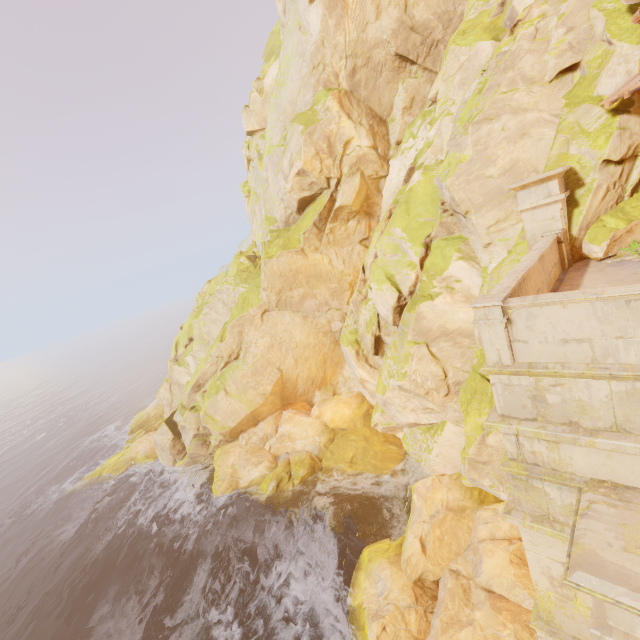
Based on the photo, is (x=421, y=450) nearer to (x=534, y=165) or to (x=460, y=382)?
(x=460, y=382)

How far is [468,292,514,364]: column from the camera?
5.0m

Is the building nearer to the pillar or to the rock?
the rock

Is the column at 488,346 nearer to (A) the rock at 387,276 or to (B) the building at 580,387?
(B) the building at 580,387

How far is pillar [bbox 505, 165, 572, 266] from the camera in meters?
8.6 m

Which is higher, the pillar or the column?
the pillar

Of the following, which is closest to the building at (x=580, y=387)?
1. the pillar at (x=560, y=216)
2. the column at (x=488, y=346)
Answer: the column at (x=488, y=346)

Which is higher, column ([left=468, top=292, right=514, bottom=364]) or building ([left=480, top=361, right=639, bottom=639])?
column ([left=468, top=292, right=514, bottom=364])
